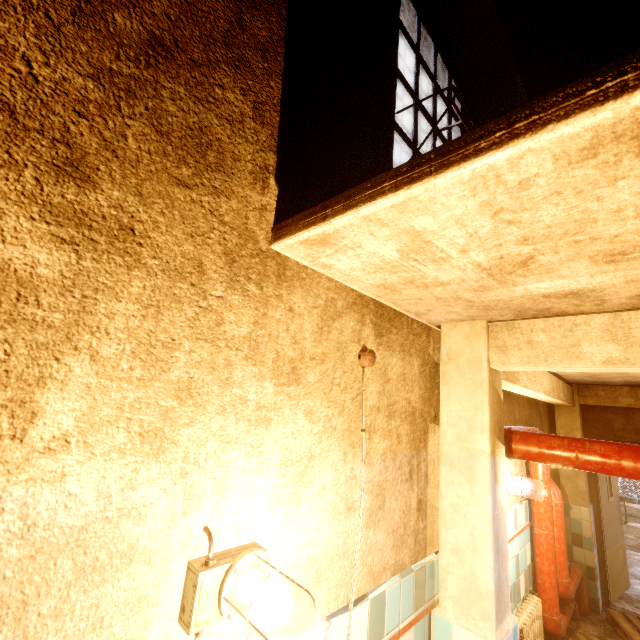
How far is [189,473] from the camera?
1.02m

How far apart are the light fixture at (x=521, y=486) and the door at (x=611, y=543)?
3.1m

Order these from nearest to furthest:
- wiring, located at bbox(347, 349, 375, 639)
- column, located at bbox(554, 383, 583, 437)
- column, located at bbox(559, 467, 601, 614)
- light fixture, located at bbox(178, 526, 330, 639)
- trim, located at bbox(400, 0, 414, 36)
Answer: light fixture, located at bbox(178, 526, 330, 639) → wiring, located at bbox(347, 349, 375, 639) → trim, located at bbox(400, 0, 414, 36) → column, located at bbox(559, 467, 601, 614) → column, located at bbox(554, 383, 583, 437)

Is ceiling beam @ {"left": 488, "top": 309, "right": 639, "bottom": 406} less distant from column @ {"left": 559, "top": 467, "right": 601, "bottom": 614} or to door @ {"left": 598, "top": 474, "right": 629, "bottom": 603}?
column @ {"left": 559, "top": 467, "right": 601, "bottom": 614}

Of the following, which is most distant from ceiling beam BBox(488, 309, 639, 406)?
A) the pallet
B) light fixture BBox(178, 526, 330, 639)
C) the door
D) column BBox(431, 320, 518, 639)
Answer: the pallet

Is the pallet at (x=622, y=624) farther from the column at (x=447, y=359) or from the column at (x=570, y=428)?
the column at (x=447, y=359)

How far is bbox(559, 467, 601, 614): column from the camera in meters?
4.3 m

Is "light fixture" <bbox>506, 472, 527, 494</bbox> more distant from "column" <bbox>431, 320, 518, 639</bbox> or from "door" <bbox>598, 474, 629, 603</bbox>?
"door" <bbox>598, 474, 629, 603</bbox>
